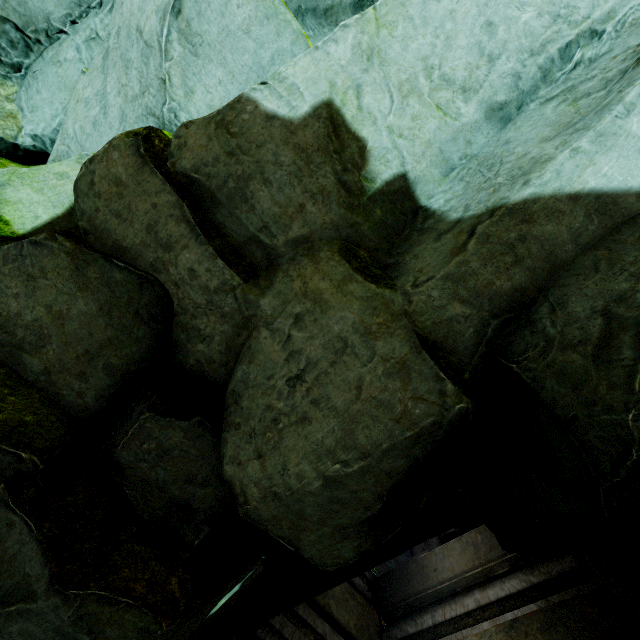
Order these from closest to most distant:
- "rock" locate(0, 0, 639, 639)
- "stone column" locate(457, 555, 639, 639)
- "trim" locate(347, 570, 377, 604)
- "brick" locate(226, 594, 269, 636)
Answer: "rock" locate(0, 0, 639, 639) → "stone column" locate(457, 555, 639, 639) → "brick" locate(226, 594, 269, 636) → "trim" locate(347, 570, 377, 604)

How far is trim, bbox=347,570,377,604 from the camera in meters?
5.3

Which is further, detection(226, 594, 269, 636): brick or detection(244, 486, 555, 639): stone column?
detection(226, 594, 269, 636): brick

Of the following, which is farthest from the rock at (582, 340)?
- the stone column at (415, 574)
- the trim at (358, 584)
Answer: the trim at (358, 584)

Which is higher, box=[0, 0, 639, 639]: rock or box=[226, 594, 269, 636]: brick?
box=[0, 0, 639, 639]: rock

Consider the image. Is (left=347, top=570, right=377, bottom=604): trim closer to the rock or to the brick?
the brick

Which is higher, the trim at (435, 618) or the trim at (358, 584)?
the trim at (435, 618)

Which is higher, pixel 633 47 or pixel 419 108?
pixel 633 47
